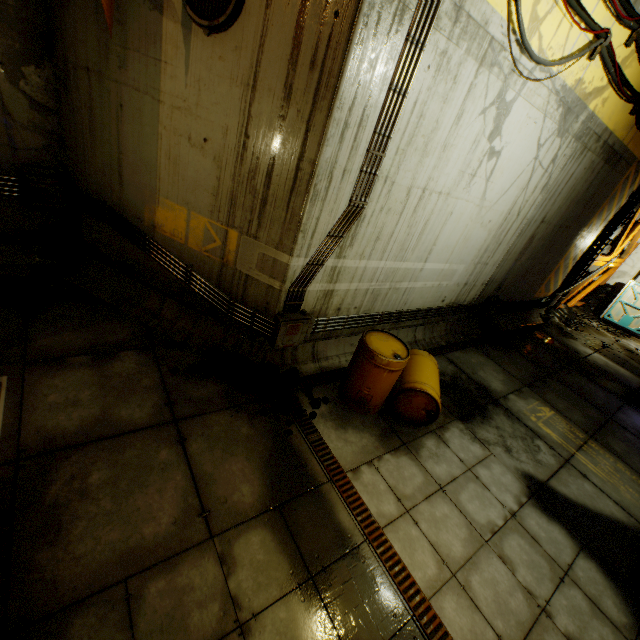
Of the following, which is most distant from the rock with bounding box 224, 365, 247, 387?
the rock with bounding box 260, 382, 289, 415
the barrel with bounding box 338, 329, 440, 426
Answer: the barrel with bounding box 338, 329, 440, 426

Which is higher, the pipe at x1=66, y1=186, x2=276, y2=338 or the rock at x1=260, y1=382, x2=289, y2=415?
the pipe at x1=66, y1=186, x2=276, y2=338

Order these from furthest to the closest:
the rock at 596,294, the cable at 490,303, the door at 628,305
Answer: the door at 628,305 → the rock at 596,294 → the cable at 490,303

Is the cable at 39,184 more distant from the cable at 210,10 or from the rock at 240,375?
the rock at 240,375

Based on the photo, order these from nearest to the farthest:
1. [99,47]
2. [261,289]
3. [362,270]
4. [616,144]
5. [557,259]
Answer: [99,47]
[261,289]
[362,270]
[616,144]
[557,259]

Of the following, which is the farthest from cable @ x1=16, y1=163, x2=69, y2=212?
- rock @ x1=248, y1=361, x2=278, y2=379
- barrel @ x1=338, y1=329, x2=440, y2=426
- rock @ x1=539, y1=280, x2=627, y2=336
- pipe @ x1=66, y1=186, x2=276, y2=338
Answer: rock @ x1=539, y1=280, x2=627, y2=336

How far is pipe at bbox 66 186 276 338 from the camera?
5.0m

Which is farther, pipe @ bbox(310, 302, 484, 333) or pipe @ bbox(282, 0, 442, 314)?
pipe @ bbox(310, 302, 484, 333)
